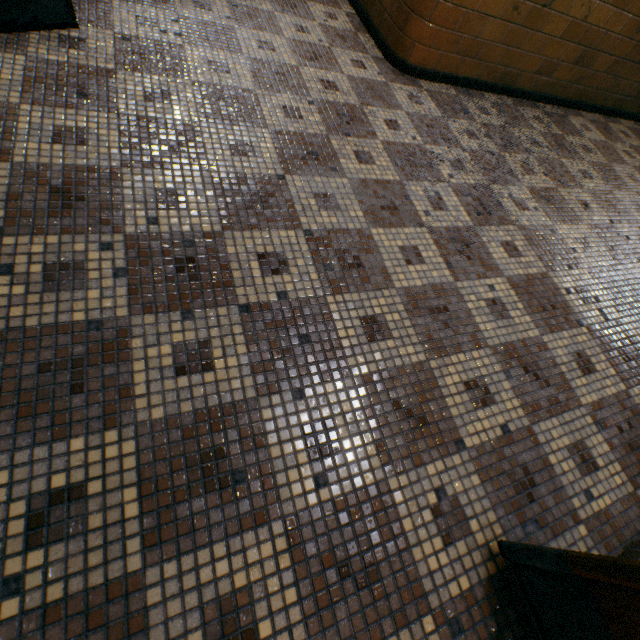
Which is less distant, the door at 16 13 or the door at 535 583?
the door at 535 583

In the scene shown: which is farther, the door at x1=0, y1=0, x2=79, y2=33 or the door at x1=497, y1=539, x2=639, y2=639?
the door at x1=0, y1=0, x2=79, y2=33

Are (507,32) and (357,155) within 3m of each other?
yes
